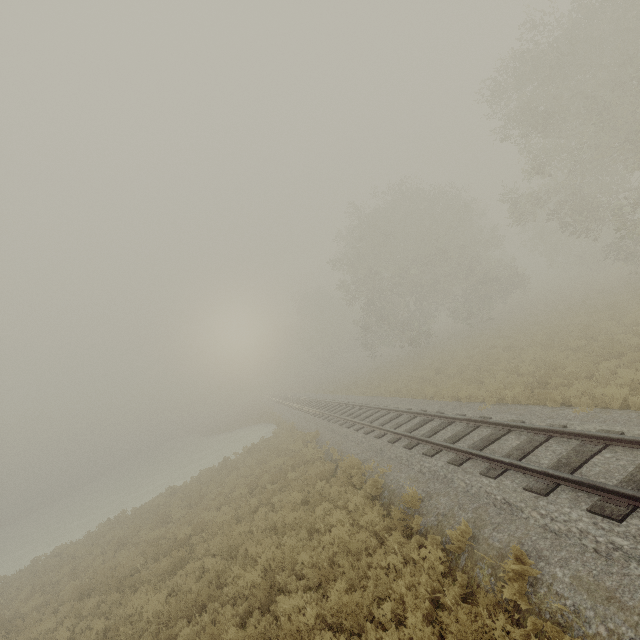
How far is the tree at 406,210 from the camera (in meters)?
30.81

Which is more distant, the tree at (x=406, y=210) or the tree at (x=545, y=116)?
the tree at (x=406, y=210)

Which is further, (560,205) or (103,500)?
(103,500)

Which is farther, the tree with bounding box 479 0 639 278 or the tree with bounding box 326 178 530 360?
the tree with bounding box 326 178 530 360

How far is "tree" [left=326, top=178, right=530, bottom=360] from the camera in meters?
30.8
